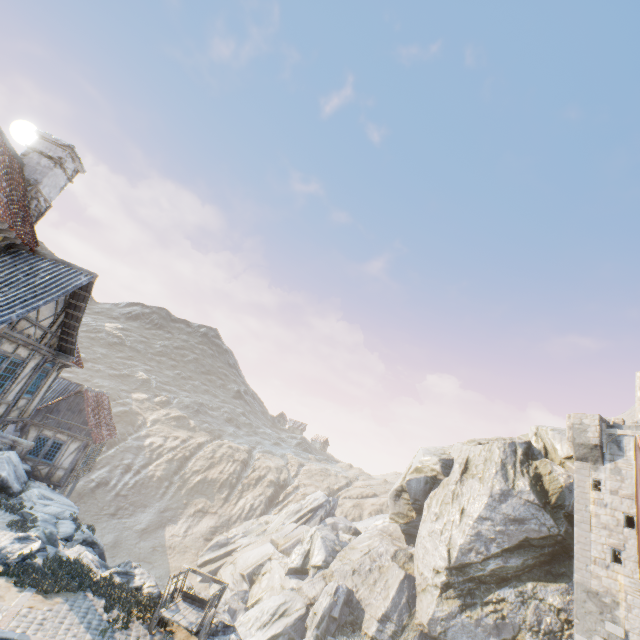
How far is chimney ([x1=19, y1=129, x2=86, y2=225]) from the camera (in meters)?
12.59

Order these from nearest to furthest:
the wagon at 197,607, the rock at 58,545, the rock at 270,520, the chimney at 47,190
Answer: the wagon at 197,607 → the rock at 58,545 → the chimney at 47,190 → the rock at 270,520

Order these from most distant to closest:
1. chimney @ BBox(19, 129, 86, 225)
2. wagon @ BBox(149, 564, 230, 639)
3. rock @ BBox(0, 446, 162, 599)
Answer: chimney @ BBox(19, 129, 86, 225)
rock @ BBox(0, 446, 162, 599)
wagon @ BBox(149, 564, 230, 639)

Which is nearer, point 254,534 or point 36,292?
point 36,292

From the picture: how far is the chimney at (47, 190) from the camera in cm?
1259

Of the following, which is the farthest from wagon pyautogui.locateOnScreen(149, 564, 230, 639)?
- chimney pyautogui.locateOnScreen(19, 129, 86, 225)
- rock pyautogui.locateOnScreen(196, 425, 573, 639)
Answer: chimney pyautogui.locateOnScreen(19, 129, 86, 225)
